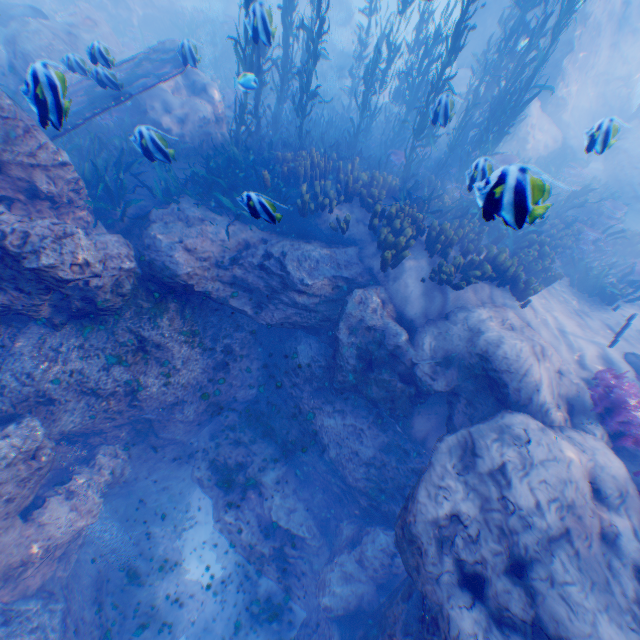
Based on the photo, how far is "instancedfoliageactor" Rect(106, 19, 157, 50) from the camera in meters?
14.5

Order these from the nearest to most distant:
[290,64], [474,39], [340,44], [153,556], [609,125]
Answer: [609,125], [290,64], [153,556], [474,39], [340,44]

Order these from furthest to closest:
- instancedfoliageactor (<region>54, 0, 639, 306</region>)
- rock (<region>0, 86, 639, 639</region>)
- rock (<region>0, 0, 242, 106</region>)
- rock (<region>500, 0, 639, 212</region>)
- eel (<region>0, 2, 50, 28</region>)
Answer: rock (<region>500, 0, 639, 212</region>) → eel (<region>0, 2, 50, 28</region>) → instancedfoliageactor (<region>54, 0, 639, 306</region>) → rock (<region>0, 86, 639, 639</region>) → rock (<region>0, 0, 242, 106</region>)

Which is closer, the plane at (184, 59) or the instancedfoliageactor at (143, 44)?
the plane at (184, 59)

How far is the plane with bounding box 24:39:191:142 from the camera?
3.5m

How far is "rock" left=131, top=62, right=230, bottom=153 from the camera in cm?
916

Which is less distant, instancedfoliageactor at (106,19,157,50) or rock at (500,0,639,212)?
rock at (500,0,639,212)

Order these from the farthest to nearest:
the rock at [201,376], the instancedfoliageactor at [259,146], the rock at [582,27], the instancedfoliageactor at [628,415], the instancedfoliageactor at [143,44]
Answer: the instancedfoliageactor at [143,44] < the rock at [582,27] < the instancedfoliageactor at [259,146] < the instancedfoliageactor at [628,415] < the rock at [201,376]
